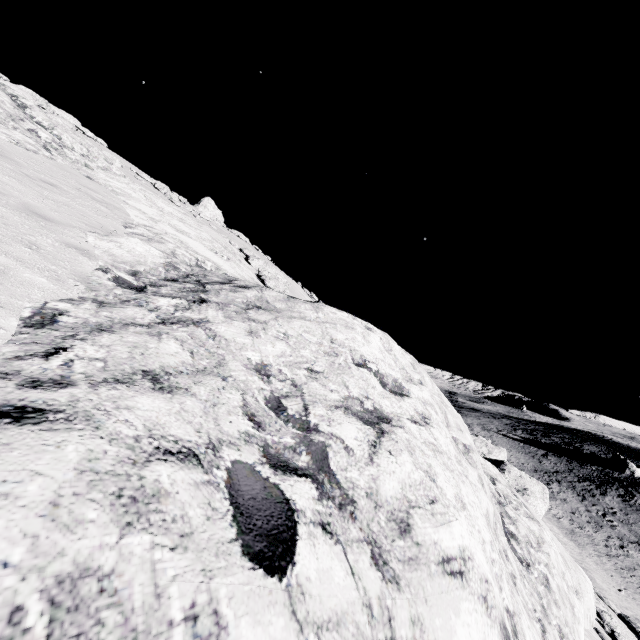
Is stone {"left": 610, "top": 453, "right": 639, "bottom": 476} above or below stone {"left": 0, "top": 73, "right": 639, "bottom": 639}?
below

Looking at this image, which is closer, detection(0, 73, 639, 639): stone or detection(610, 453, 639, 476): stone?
detection(0, 73, 639, 639): stone

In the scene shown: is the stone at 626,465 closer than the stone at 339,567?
No

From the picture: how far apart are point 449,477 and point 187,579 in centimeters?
392cm

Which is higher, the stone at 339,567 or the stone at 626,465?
the stone at 339,567
